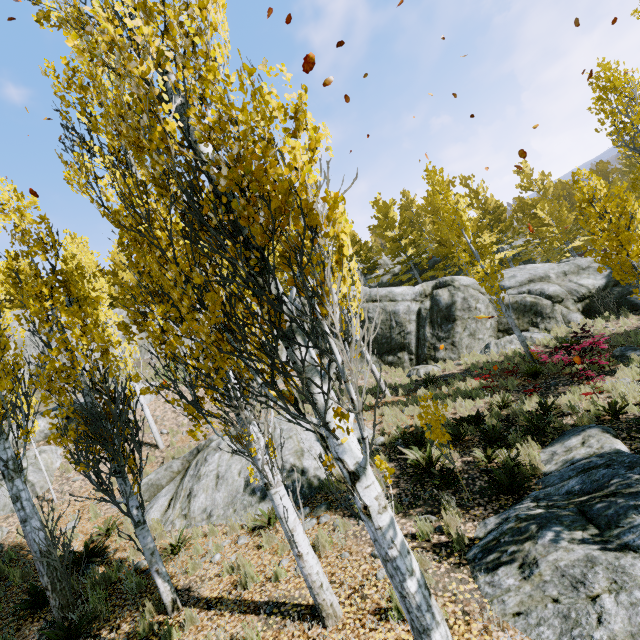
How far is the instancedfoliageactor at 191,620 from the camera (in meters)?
4.90

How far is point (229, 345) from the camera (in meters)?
2.37

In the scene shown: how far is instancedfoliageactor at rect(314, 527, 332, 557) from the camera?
5.9 meters

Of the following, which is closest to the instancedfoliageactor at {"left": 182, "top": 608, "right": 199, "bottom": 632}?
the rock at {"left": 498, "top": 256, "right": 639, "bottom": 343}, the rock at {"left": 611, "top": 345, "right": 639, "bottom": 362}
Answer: the rock at {"left": 498, "top": 256, "right": 639, "bottom": 343}

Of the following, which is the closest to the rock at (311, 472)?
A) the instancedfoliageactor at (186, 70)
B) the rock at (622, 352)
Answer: the instancedfoliageactor at (186, 70)

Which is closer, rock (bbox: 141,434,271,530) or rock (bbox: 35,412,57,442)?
rock (bbox: 141,434,271,530)

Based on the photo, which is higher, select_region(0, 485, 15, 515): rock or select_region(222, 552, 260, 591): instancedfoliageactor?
select_region(0, 485, 15, 515): rock
